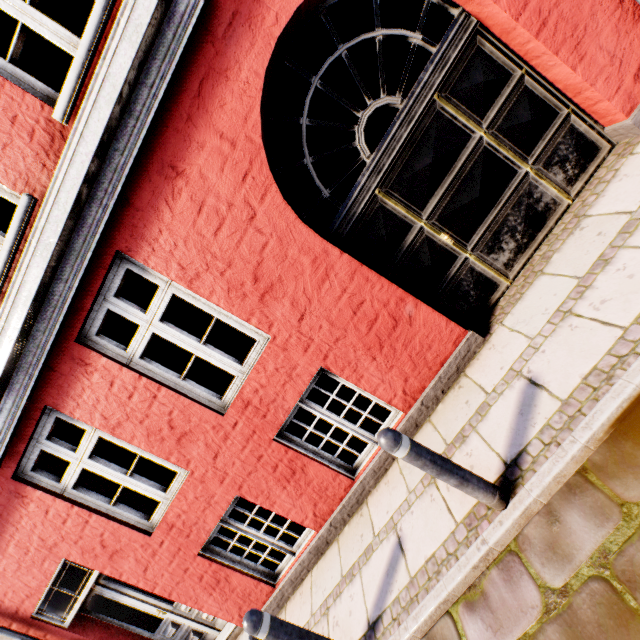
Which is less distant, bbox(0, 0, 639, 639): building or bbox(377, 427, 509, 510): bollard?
bbox(377, 427, 509, 510): bollard

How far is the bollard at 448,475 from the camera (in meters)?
2.23

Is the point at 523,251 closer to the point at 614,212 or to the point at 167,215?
the point at 614,212

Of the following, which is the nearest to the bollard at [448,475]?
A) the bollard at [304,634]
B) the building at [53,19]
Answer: the building at [53,19]

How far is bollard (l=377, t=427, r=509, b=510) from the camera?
2.23m

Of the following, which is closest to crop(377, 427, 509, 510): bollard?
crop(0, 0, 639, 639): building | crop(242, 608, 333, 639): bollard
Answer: crop(0, 0, 639, 639): building

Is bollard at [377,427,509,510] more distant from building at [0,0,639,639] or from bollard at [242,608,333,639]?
bollard at [242,608,333,639]
